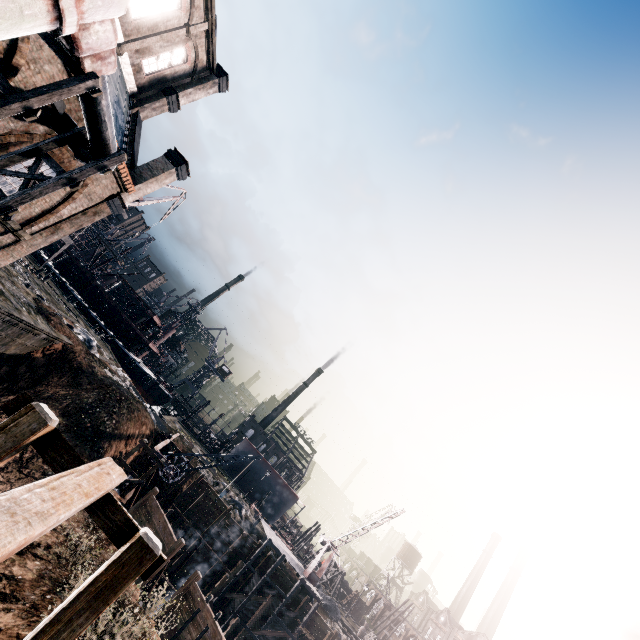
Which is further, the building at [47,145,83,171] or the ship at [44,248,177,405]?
the ship at [44,248,177,405]

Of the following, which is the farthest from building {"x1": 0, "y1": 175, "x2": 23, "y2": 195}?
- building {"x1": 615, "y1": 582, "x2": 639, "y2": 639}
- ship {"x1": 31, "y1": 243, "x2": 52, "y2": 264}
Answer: ship {"x1": 31, "y1": 243, "x2": 52, "y2": 264}

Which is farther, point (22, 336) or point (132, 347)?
point (132, 347)

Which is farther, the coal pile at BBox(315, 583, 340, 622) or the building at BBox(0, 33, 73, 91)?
the coal pile at BBox(315, 583, 340, 622)

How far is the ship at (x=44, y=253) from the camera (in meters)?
52.38

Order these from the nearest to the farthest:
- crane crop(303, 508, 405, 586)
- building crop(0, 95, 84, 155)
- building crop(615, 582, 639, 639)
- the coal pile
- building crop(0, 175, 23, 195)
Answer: building crop(615, 582, 639, 639) < building crop(0, 95, 84, 155) < building crop(0, 175, 23, 195) < crane crop(303, 508, 405, 586) < the coal pile

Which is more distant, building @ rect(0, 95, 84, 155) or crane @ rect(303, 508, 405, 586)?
crane @ rect(303, 508, 405, 586)

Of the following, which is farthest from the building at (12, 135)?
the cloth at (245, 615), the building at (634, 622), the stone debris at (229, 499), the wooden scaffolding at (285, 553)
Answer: the cloth at (245, 615)
